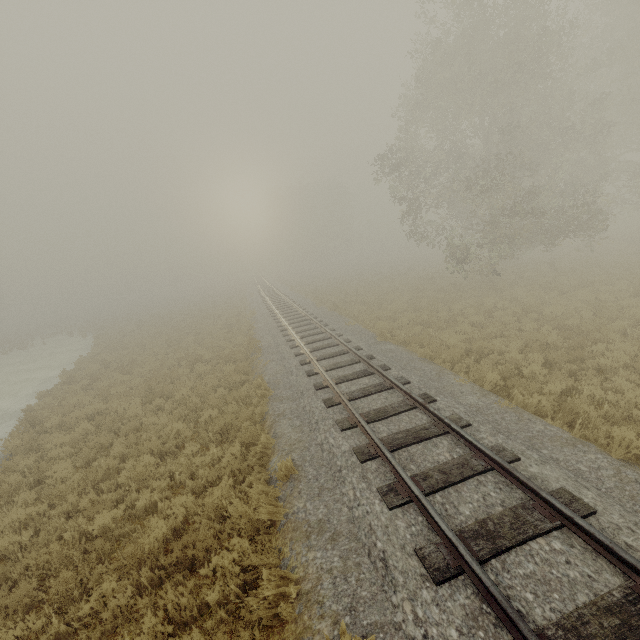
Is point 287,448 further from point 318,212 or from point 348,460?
point 318,212
